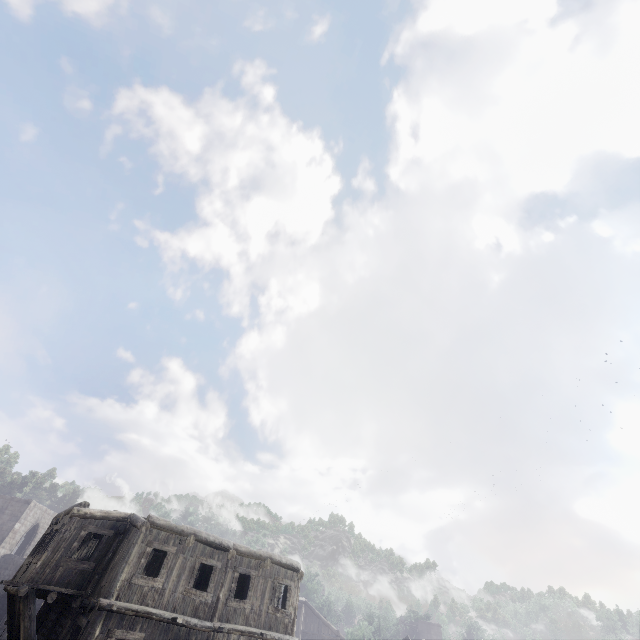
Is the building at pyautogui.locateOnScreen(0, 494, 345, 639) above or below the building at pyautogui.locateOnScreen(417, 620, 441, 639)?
below

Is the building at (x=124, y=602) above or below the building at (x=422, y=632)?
below

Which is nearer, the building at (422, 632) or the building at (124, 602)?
the building at (124, 602)

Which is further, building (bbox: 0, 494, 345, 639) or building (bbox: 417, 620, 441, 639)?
building (bbox: 417, 620, 441, 639)

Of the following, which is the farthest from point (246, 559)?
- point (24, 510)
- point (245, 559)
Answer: point (24, 510)
